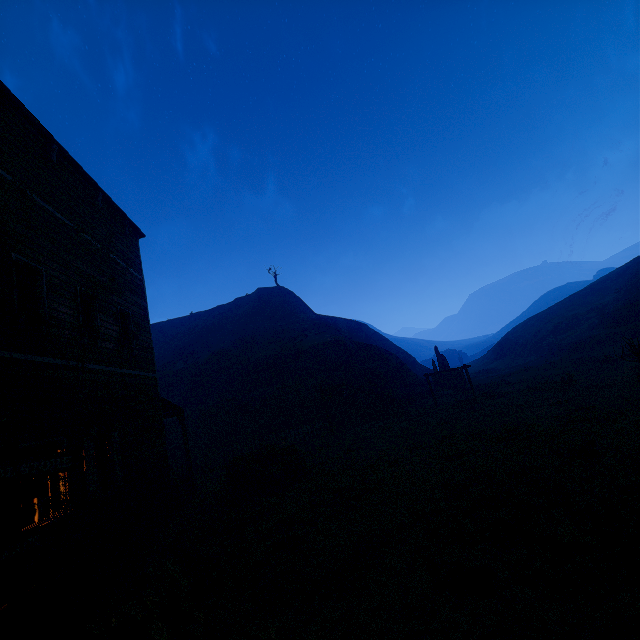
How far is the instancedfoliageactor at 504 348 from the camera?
46.2m

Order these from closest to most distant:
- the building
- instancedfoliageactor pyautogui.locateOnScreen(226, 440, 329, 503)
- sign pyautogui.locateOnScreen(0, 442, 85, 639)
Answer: sign pyautogui.locateOnScreen(0, 442, 85, 639) → the building → instancedfoliageactor pyautogui.locateOnScreen(226, 440, 329, 503)

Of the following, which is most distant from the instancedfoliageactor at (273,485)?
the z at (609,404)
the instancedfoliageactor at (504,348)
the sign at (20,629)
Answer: the instancedfoliageactor at (504,348)

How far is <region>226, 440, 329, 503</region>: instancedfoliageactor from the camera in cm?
1091

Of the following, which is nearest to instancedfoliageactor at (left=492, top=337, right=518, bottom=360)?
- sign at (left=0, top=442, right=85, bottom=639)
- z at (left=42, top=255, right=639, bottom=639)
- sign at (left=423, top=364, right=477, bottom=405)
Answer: z at (left=42, top=255, right=639, bottom=639)

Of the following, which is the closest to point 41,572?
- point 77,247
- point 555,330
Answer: point 77,247

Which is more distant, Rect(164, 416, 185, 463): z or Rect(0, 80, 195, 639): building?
Rect(164, 416, 185, 463): z

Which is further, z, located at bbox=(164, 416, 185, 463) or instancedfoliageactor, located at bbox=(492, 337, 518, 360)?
instancedfoliageactor, located at bbox=(492, 337, 518, 360)
